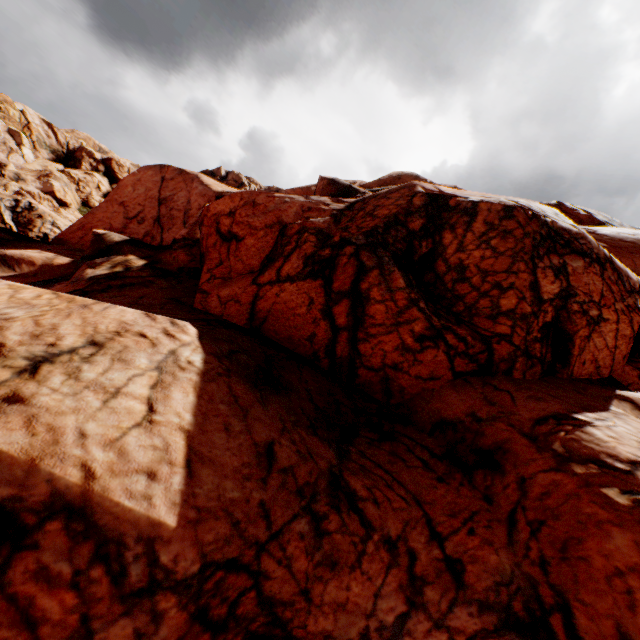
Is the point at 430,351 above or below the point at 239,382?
above
